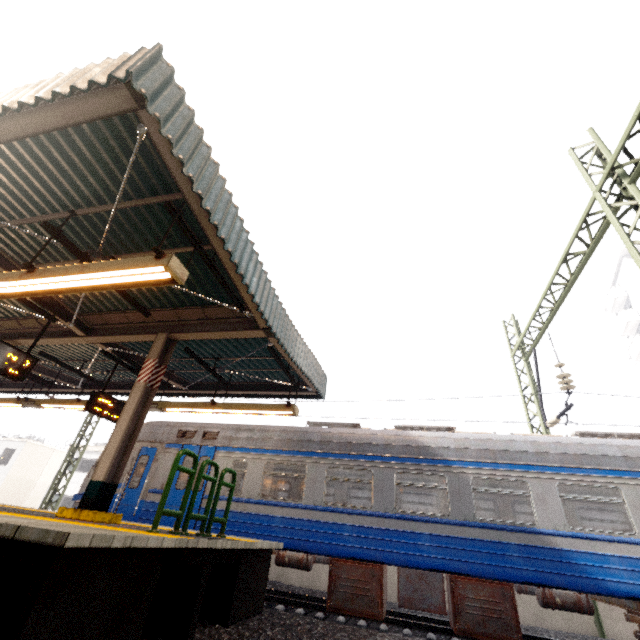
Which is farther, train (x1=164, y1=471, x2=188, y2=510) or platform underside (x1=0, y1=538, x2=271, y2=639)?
train (x1=164, y1=471, x2=188, y2=510)

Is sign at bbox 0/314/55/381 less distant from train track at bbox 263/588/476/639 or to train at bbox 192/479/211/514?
train at bbox 192/479/211/514

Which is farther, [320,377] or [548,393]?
[320,377]

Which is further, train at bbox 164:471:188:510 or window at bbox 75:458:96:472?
window at bbox 75:458:96:472

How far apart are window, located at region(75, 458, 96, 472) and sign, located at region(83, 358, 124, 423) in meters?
26.3

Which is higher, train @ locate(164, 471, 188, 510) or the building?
the building

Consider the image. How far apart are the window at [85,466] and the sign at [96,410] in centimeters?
2631cm

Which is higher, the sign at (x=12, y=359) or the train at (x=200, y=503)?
the sign at (x=12, y=359)
